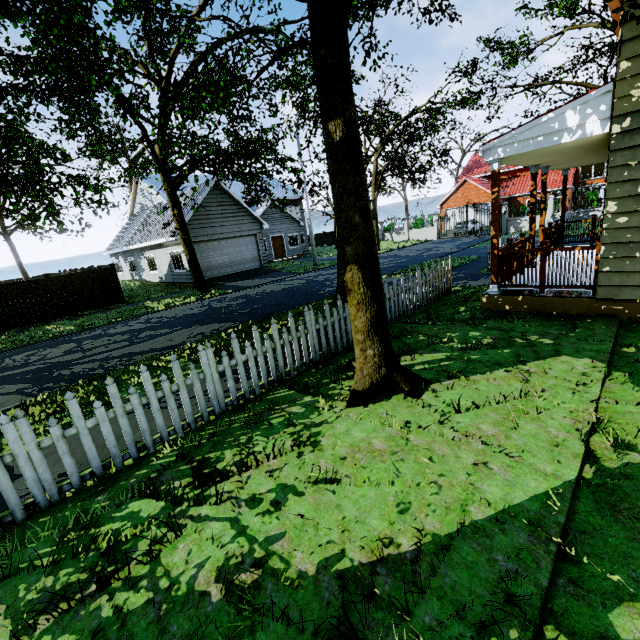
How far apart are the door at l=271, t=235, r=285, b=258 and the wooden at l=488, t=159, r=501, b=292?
25.3m

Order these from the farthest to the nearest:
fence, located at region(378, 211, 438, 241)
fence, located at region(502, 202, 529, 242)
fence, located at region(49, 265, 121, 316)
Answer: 1. fence, located at region(378, 211, 438, 241)
2. fence, located at region(502, 202, 529, 242)
3. fence, located at region(49, 265, 121, 316)

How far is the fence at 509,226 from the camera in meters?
26.9

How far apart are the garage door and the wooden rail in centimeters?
1772cm

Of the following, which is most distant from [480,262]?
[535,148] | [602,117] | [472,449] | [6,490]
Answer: [6,490]

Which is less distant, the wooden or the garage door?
the wooden

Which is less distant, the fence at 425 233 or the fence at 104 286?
the fence at 104 286

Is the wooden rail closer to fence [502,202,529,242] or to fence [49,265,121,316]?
fence [49,265,121,316]
